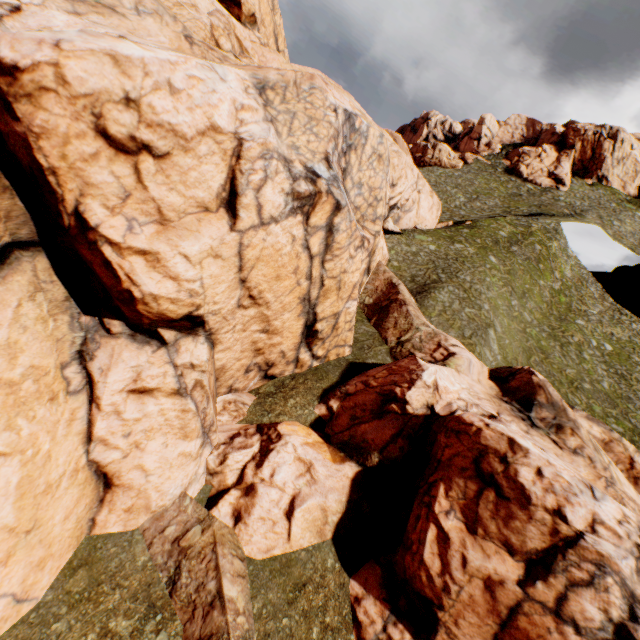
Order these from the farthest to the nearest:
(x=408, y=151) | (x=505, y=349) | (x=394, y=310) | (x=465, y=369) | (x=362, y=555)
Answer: (x=408, y=151)
(x=505, y=349)
(x=394, y=310)
(x=465, y=369)
(x=362, y=555)
